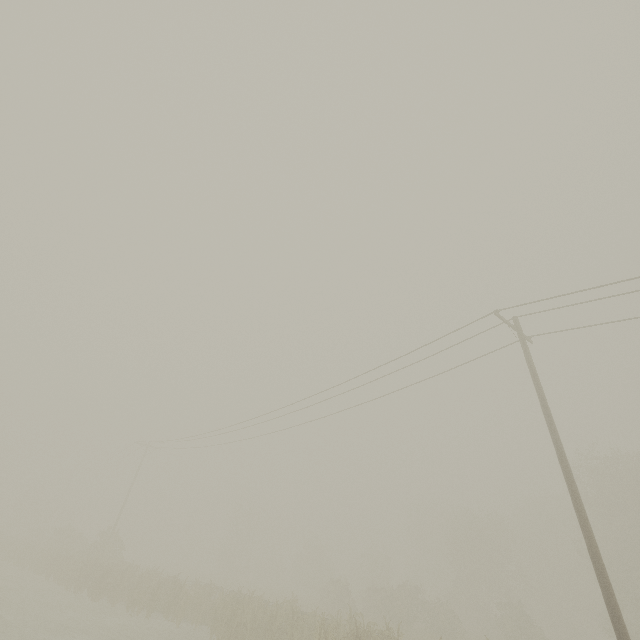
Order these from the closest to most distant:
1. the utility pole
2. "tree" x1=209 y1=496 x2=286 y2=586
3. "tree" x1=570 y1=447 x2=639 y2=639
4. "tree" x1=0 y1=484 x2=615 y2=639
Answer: the utility pole, "tree" x1=0 y1=484 x2=615 y2=639, "tree" x1=570 y1=447 x2=639 y2=639, "tree" x1=209 y1=496 x2=286 y2=586

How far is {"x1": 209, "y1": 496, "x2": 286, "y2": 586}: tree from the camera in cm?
4664

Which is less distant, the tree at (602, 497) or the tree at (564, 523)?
the tree at (564, 523)

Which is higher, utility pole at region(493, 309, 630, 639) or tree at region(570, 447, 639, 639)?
tree at region(570, 447, 639, 639)

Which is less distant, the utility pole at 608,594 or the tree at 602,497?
the utility pole at 608,594

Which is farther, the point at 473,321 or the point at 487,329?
the point at 487,329

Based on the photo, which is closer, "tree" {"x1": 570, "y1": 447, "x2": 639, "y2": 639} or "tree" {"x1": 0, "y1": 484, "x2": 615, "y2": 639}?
"tree" {"x1": 0, "y1": 484, "x2": 615, "y2": 639}
